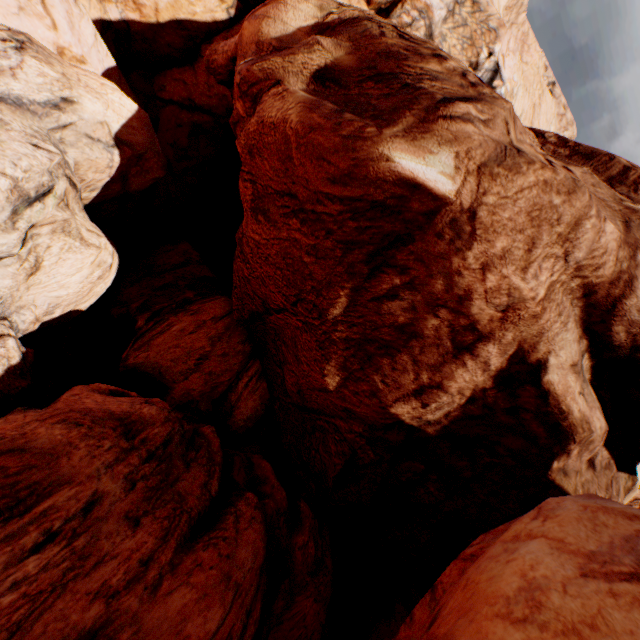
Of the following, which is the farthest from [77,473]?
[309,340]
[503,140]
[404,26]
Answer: [404,26]
